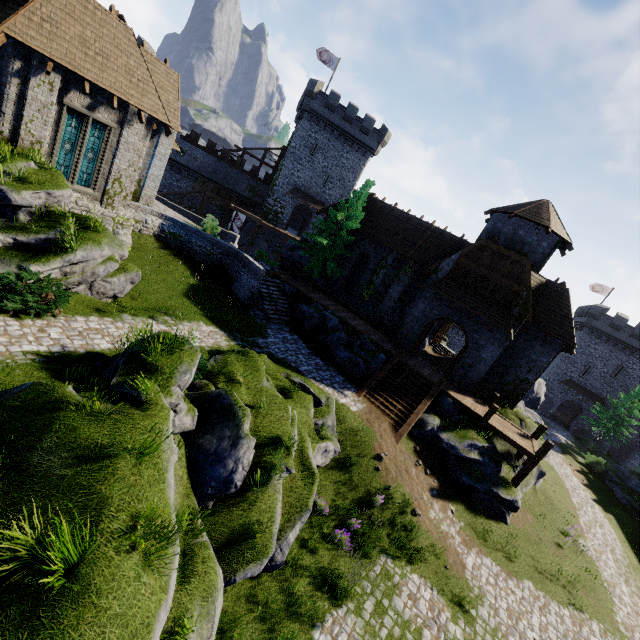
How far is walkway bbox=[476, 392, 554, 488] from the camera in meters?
17.1 m

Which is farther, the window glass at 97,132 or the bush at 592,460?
the bush at 592,460

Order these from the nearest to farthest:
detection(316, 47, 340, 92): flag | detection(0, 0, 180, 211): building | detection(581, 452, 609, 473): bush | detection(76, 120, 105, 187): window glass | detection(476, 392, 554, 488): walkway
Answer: detection(0, 0, 180, 211): building
detection(76, 120, 105, 187): window glass
detection(476, 392, 554, 488): walkway
detection(581, 452, 609, 473): bush
detection(316, 47, 340, 92): flag

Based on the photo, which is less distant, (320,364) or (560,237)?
(320,364)

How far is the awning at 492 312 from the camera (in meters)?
19.58

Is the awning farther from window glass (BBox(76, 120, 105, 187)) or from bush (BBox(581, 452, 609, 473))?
bush (BBox(581, 452, 609, 473))

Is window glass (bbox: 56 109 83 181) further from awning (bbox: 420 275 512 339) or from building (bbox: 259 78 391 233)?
building (bbox: 259 78 391 233)

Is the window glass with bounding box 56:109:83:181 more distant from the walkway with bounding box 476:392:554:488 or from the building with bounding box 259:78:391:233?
the building with bounding box 259:78:391:233
